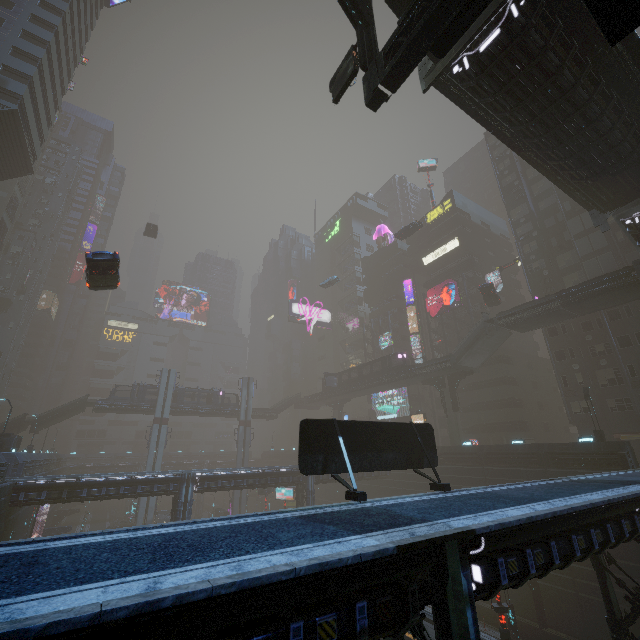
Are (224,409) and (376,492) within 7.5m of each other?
no

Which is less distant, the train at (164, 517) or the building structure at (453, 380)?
the building structure at (453, 380)

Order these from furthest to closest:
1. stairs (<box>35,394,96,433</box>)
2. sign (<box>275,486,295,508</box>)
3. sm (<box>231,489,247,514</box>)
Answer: sm (<box>231,489,247,514</box>)
stairs (<box>35,394,96,433</box>)
sign (<box>275,486,295,508</box>)

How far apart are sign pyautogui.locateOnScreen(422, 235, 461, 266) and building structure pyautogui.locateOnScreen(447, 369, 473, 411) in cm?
2271

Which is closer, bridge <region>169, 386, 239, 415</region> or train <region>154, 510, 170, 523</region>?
train <region>154, 510, 170, 523</region>

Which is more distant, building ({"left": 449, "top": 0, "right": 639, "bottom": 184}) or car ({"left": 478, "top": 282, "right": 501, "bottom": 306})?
car ({"left": 478, "top": 282, "right": 501, "bottom": 306})

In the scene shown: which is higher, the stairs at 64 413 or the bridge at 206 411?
the bridge at 206 411

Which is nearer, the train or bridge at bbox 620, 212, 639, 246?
bridge at bbox 620, 212, 639, 246
